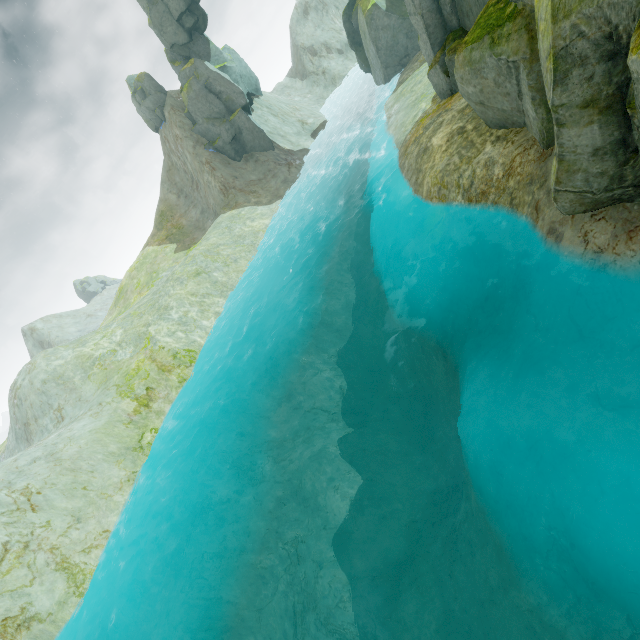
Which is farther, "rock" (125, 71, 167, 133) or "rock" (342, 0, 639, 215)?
"rock" (125, 71, 167, 133)

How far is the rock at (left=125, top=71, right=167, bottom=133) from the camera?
37.2 meters

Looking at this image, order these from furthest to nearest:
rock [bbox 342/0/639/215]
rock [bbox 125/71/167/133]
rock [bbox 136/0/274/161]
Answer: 1. rock [bbox 125/71/167/133]
2. rock [bbox 136/0/274/161]
3. rock [bbox 342/0/639/215]

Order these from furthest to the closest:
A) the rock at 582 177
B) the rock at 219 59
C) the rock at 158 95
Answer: the rock at 158 95, the rock at 219 59, the rock at 582 177

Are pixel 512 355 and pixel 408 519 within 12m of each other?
yes

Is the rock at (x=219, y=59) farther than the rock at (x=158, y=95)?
No
